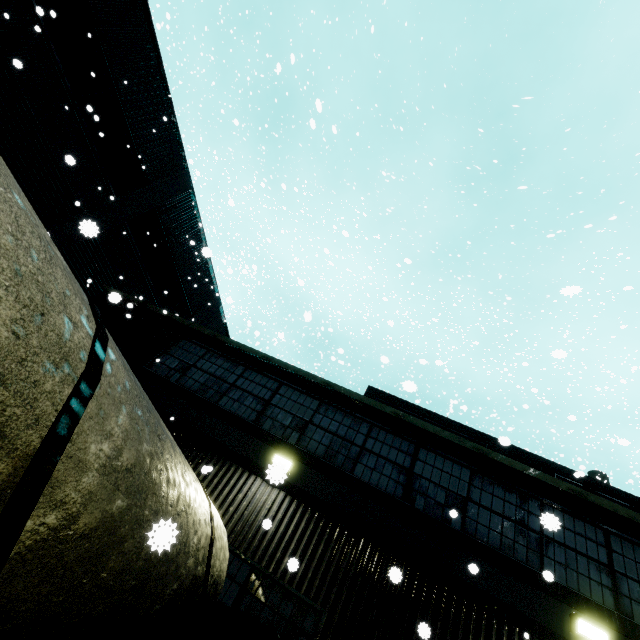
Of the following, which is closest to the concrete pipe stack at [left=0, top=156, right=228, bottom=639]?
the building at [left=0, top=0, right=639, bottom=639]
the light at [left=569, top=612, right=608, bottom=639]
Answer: the building at [left=0, top=0, right=639, bottom=639]

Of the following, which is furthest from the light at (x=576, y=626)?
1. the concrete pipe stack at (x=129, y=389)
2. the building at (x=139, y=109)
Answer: the concrete pipe stack at (x=129, y=389)

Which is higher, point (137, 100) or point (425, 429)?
point (137, 100)

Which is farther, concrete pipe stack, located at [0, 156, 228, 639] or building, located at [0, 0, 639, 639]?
building, located at [0, 0, 639, 639]

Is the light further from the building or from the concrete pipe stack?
the concrete pipe stack

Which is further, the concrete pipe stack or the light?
the light

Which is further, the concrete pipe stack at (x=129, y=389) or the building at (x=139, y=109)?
the building at (x=139, y=109)
